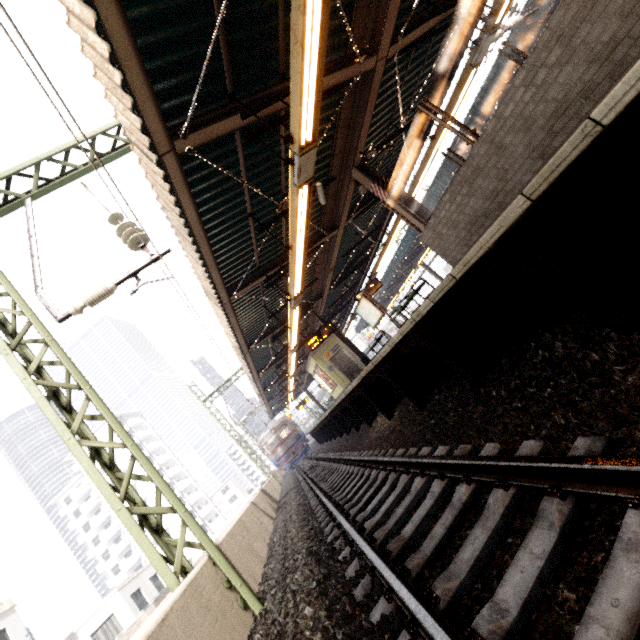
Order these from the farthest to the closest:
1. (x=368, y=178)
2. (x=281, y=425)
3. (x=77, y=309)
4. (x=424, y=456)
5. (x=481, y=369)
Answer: (x=281, y=425), (x=368, y=178), (x=77, y=309), (x=481, y=369), (x=424, y=456)

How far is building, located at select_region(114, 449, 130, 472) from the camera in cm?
5458

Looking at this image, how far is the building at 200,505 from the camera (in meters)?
54.58

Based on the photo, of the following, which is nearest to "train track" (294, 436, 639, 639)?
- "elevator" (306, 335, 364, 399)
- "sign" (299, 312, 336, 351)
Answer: "elevator" (306, 335, 364, 399)

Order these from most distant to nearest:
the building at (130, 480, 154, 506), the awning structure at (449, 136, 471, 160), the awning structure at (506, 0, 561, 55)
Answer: the building at (130, 480, 154, 506), the awning structure at (449, 136, 471, 160), the awning structure at (506, 0, 561, 55)

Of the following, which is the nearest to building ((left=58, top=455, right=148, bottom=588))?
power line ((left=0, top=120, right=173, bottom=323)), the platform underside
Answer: the platform underside

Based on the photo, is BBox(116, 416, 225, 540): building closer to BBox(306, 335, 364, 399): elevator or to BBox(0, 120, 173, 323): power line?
BBox(306, 335, 364, 399): elevator

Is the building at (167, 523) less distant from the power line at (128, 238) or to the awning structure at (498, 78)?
the awning structure at (498, 78)
